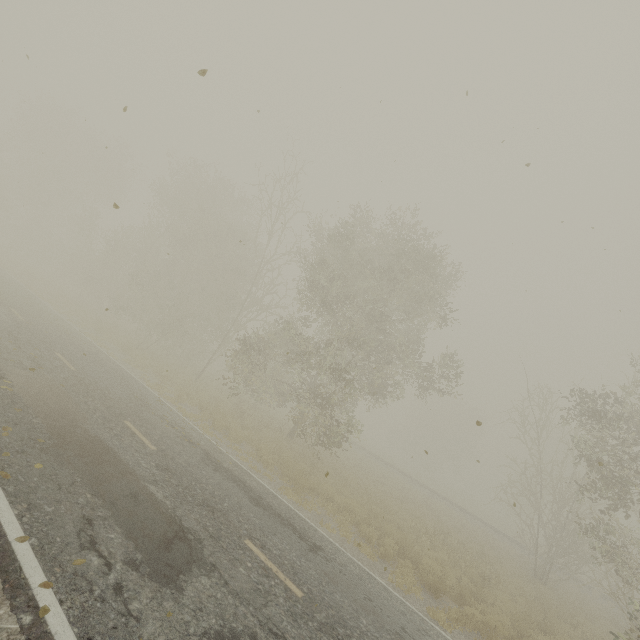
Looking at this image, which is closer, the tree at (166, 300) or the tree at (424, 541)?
the tree at (424, 541)

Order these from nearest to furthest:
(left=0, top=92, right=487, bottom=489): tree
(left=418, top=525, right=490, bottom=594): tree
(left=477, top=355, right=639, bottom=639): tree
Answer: (left=418, top=525, right=490, bottom=594): tree, (left=477, top=355, right=639, bottom=639): tree, (left=0, top=92, right=487, bottom=489): tree

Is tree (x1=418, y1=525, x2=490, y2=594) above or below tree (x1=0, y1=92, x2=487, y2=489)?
below

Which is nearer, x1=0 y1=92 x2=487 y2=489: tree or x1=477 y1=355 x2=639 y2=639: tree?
x1=477 y1=355 x2=639 y2=639: tree

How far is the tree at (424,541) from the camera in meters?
12.4 m

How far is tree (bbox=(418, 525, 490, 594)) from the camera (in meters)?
12.38

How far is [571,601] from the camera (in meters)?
18.03
